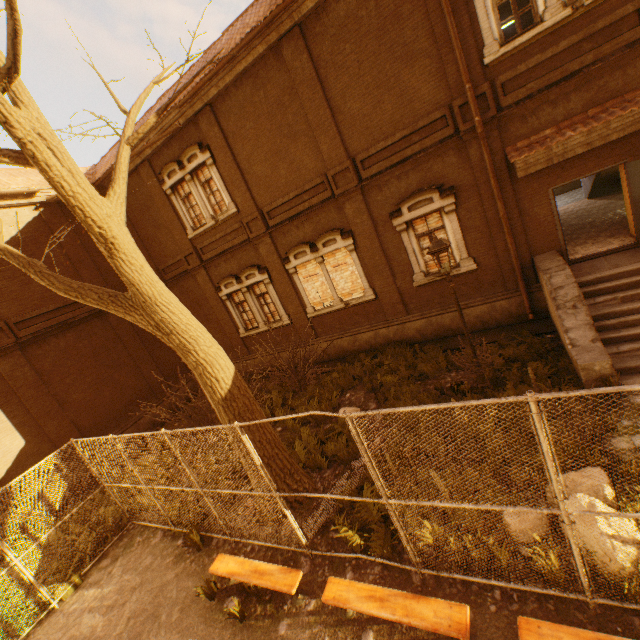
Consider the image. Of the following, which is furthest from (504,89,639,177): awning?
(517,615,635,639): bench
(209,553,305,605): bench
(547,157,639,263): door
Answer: (209,553,305,605): bench

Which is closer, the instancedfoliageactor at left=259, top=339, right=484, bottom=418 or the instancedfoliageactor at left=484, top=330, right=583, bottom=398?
the instancedfoliageactor at left=484, top=330, right=583, bottom=398

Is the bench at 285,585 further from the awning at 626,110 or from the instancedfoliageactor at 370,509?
the awning at 626,110

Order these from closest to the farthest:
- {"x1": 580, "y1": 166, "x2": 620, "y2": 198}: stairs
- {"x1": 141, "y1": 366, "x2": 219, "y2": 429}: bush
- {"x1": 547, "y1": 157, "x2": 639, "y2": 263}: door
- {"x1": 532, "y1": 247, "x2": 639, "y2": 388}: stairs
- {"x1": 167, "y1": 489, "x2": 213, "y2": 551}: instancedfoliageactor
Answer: {"x1": 532, "y1": 247, "x2": 639, "y2": 388}: stairs
{"x1": 167, "y1": 489, "x2": 213, "y2": 551}: instancedfoliageactor
{"x1": 547, "y1": 157, "x2": 639, "y2": 263}: door
{"x1": 141, "y1": 366, "x2": 219, "y2": 429}: bush
{"x1": 580, "y1": 166, "x2": 620, "y2": 198}: stairs

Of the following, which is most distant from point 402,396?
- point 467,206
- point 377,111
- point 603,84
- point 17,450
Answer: point 17,450

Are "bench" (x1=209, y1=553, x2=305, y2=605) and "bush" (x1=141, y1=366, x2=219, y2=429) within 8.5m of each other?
yes

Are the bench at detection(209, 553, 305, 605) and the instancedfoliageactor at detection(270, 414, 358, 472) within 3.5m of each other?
yes

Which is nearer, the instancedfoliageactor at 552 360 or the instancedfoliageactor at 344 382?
the instancedfoliageactor at 552 360
